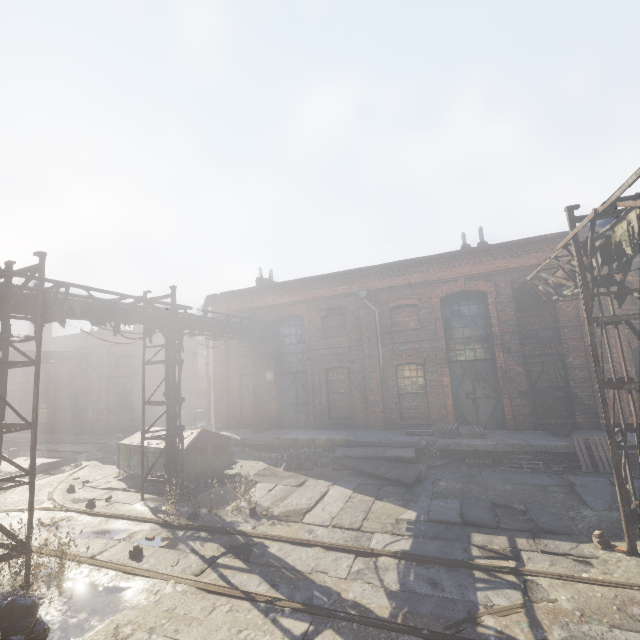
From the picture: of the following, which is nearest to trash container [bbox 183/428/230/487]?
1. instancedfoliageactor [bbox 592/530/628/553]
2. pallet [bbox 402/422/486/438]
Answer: pallet [bbox 402/422/486/438]

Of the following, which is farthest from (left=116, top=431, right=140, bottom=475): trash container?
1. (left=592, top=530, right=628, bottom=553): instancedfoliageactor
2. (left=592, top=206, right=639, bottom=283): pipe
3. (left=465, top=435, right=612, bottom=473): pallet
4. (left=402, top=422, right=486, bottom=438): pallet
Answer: (left=592, top=530, right=628, bottom=553): instancedfoliageactor

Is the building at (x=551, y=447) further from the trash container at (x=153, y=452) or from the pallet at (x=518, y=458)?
the trash container at (x=153, y=452)

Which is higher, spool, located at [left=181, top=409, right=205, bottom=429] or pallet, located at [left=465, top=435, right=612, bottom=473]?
spool, located at [left=181, top=409, right=205, bottom=429]

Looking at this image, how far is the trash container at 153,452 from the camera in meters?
12.2 m

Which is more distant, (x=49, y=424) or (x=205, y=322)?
(x=49, y=424)

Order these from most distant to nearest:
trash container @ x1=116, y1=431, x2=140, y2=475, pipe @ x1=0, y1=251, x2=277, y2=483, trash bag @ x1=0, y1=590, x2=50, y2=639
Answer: trash container @ x1=116, y1=431, x2=140, y2=475 → pipe @ x1=0, y1=251, x2=277, y2=483 → trash bag @ x1=0, y1=590, x2=50, y2=639

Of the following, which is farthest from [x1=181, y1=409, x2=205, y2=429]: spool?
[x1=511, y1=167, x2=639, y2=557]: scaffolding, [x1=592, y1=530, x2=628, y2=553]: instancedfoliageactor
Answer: [x1=592, y1=530, x2=628, y2=553]: instancedfoliageactor
